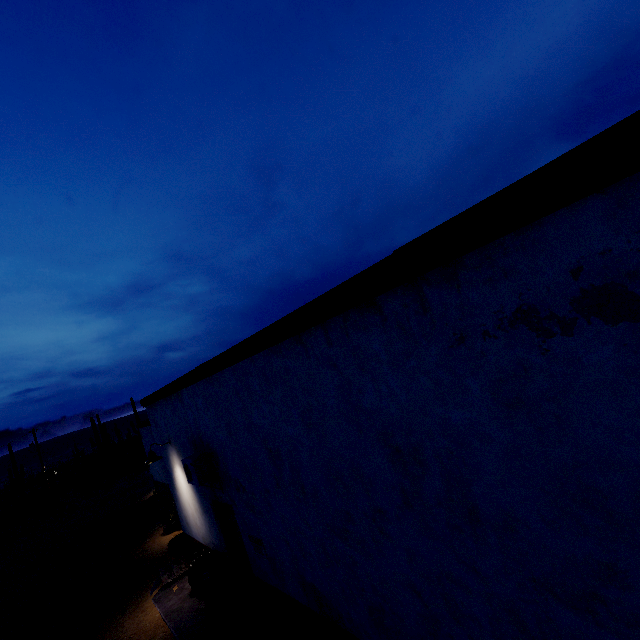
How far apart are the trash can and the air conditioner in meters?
1.6 m

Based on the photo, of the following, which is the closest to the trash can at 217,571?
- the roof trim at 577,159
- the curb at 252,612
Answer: the curb at 252,612

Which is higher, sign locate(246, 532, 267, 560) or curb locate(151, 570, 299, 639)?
sign locate(246, 532, 267, 560)

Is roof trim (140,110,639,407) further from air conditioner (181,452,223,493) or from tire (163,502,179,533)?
tire (163,502,179,533)

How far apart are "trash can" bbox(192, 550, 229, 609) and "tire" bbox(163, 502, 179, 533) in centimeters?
557cm

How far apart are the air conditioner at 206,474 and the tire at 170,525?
6.8 meters

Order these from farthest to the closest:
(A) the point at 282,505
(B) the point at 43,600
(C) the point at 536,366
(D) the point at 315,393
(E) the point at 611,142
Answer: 1. (B) the point at 43,600
2. (A) the point at 282,505
3. (D) the point at 315,393
4. (C) the point at 536,366
5. (E) the point at 611,142

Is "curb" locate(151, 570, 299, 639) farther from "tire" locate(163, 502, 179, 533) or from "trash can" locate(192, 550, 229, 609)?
"tire" locate(163, 502, 179, 533)
